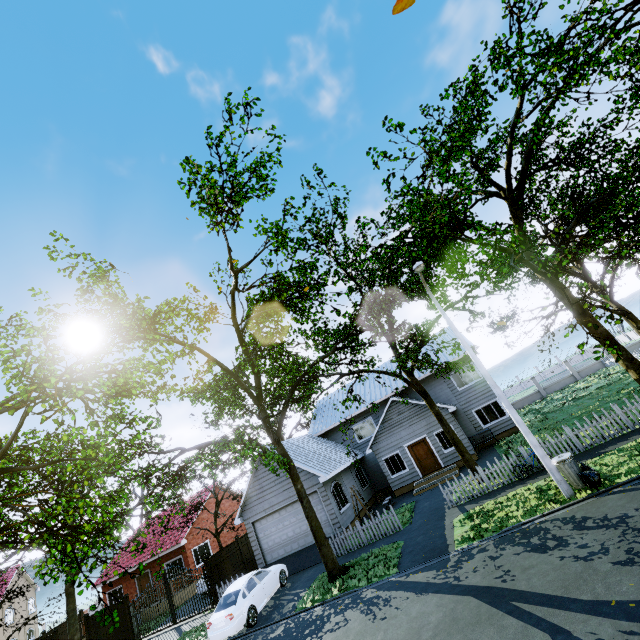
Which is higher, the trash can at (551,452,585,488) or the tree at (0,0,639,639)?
the tree at (0,0,639,639)

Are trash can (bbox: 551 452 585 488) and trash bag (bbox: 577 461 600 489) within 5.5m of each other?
yes

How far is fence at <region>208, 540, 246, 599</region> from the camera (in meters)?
18.36

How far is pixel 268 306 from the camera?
23.75m

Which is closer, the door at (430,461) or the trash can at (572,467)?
the trash can at (572,467)

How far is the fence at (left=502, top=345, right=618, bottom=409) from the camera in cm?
3061

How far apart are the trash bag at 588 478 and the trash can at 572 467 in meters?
0.0

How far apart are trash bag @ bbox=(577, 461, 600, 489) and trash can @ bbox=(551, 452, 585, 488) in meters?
0.0
